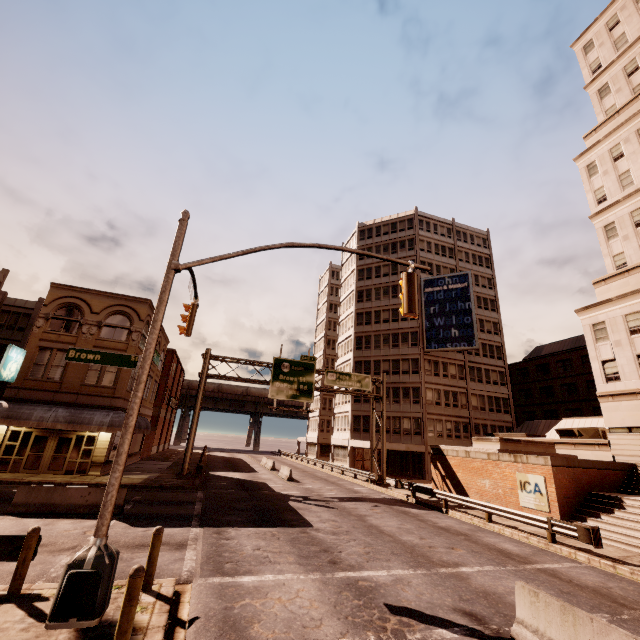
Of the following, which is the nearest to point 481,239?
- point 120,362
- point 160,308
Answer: point 160,308

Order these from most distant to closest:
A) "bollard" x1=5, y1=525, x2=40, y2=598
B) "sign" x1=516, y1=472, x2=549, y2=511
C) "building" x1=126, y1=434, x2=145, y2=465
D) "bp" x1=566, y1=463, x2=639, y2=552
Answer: "building" x1=126, y1=434, x2=145, y2=465
"sign" x1=516, y1=472, x2=549, y2=511
"bp" x1=566, y1=463, x2=639, y2=552
"bollard" x1=5, y1=525, x2=40, y2=598

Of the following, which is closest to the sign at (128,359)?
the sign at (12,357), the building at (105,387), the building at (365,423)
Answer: the building at (105,387)

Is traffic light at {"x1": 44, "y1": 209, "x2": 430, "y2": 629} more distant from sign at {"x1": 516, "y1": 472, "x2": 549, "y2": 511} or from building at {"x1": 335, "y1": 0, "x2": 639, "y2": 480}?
building at {"x1": 335, "y1": 0, "x2": 639, "y2": 480}

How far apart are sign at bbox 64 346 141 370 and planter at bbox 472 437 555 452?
22.7m

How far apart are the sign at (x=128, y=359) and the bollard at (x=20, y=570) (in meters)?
3.59

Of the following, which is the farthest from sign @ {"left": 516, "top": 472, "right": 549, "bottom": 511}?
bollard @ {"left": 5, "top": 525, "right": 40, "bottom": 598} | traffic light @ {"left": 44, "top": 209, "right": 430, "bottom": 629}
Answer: bollard @ {"left": 5, "top": 525, "right": 40, "bottom": 598}

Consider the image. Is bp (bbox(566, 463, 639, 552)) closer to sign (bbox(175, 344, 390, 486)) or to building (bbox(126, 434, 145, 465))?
sign (bbox(175, 344, 390, 486))
